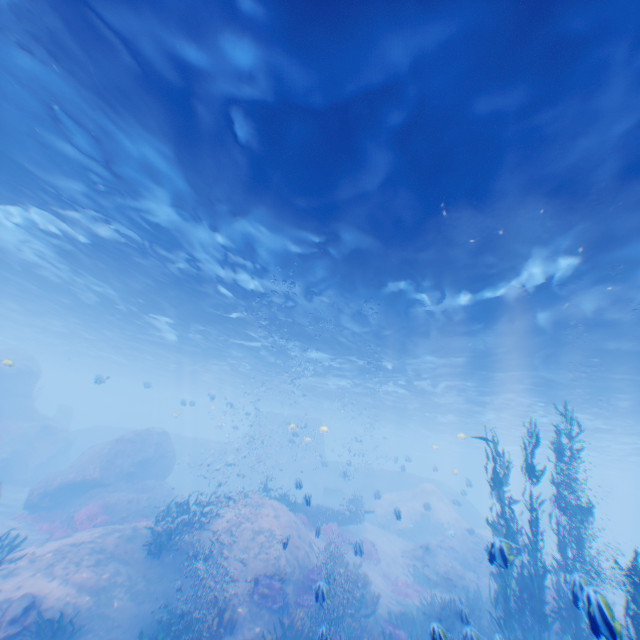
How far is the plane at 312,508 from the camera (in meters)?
19.25

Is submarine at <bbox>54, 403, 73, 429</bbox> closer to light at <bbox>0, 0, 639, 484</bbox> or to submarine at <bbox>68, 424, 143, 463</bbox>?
submarine at <bbox>68, 424, 143, 463</bbox>

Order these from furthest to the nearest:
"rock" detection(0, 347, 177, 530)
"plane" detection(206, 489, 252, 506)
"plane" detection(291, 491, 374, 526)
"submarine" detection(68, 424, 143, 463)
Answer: "submarine" detection(68, 424, 143, 463) < "plane" detection(291, 491, 374, 526) < "rock" detection(0, 347, 177, 530) < "plane" detection(206, 489, 252, 506)

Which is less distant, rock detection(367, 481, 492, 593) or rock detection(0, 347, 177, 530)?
rock detection(0, 347, 177, 530)

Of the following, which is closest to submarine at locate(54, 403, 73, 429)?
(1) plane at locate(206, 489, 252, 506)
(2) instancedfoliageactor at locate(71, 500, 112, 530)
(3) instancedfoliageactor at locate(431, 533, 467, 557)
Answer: (2) instancedfoliageactor at locate(71, 500, 112, 530)

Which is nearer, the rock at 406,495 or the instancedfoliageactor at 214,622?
the instancedfoliageactor at 214,622

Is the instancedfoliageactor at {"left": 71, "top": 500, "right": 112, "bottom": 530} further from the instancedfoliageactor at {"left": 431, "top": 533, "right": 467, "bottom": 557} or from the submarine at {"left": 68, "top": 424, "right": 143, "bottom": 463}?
the instancedfoliageactor at {"left": 431, "top": 533, "right": 467, "bottom": 557}

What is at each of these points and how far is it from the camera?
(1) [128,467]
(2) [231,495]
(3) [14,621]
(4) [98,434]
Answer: (1) rock, 21.4m
(2) plane, 17.3m
(3) rock, 8.3m
(4) submarine, 38.1m
